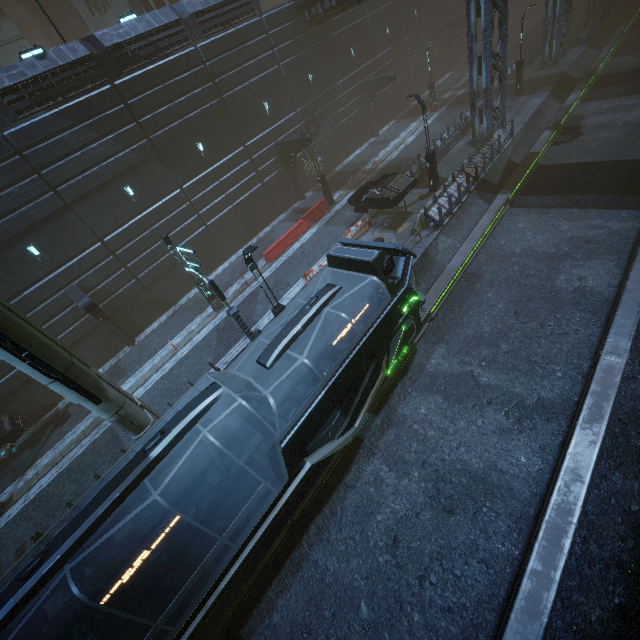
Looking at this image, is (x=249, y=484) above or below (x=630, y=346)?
above

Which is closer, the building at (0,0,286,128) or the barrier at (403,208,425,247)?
the building at (0,0,286,128)

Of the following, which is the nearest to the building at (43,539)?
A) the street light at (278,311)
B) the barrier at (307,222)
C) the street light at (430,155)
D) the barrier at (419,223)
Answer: the barrier at (419,223)

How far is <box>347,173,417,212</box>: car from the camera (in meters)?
18.48

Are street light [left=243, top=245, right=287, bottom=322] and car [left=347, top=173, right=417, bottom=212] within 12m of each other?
yes

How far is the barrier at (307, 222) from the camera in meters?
22.0

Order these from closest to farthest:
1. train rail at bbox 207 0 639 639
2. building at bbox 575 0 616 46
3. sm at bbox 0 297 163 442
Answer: sm at bbox 0 297 163 442
train rail at bbox 207 0 639 639
building at bbox 575 0 616 46

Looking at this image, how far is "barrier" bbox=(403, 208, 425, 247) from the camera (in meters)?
17.19
